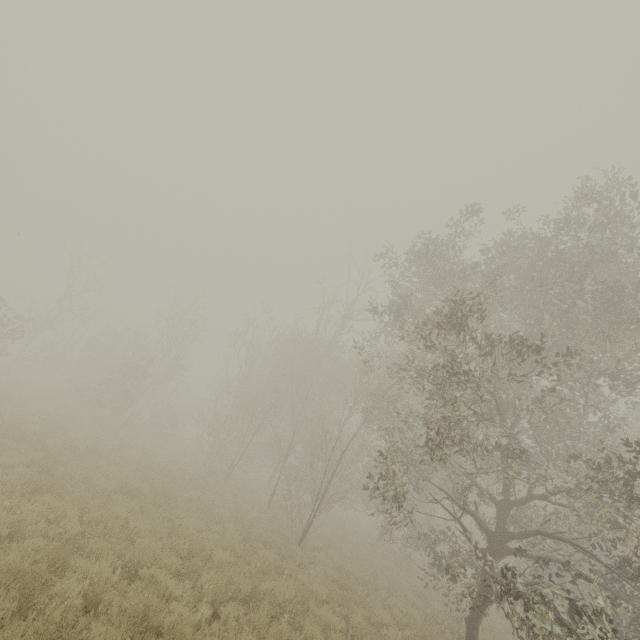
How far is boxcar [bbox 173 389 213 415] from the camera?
54.2 meters

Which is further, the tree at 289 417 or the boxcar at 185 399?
the boxcar at 185 399

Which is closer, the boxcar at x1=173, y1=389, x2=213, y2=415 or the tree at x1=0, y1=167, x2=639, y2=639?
the tree at x1=0, y1=167, x2=639, y2=639

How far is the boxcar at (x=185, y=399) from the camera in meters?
54.2 m

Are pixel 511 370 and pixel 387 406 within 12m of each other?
yes
